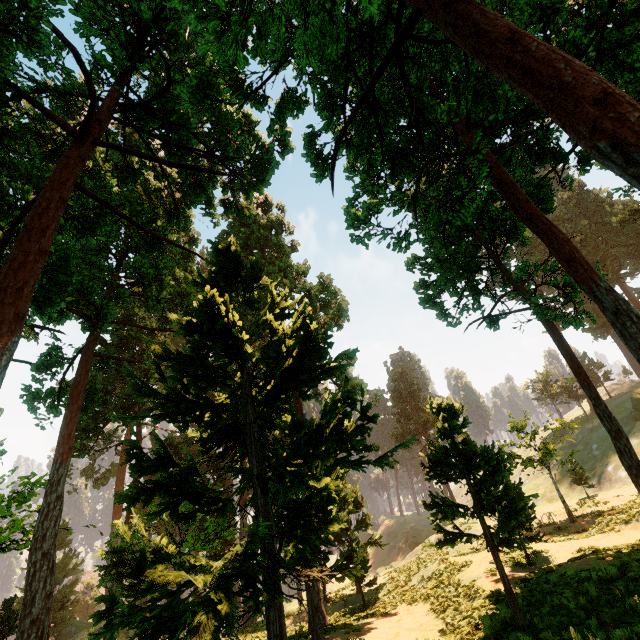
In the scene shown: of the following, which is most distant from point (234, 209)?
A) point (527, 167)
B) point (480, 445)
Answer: point (527, 167)

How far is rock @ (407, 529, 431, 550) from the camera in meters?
57.2

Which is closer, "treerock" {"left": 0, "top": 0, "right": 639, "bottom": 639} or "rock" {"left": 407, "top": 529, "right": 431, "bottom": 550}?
"treerock" {"left": 0, "top": 0, "right": 639, "bottom": 639}

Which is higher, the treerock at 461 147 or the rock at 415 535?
the treerock at 461 147

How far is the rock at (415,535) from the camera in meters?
57.2 m

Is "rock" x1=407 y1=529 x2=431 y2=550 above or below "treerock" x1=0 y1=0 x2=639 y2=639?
below
